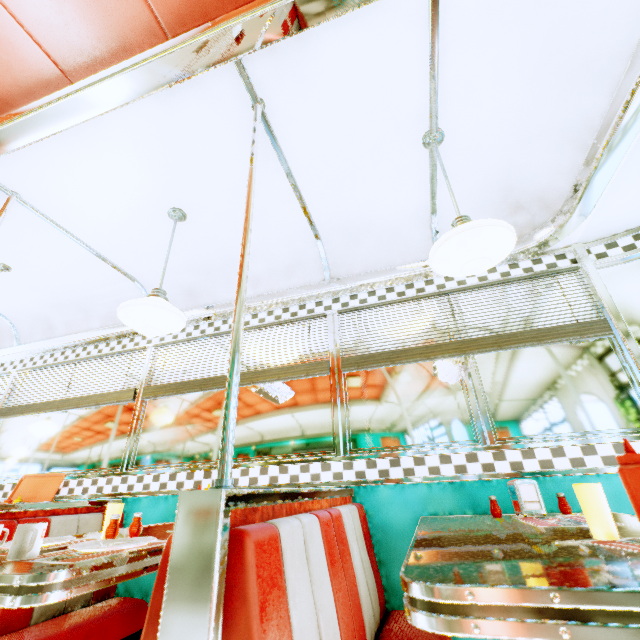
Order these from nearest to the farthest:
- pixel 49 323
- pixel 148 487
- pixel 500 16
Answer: pixel 500 16 → pixel 148 487 → pixel 49 323

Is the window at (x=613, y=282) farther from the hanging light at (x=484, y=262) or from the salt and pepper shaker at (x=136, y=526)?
the salt and pepper shaker at (x=136, y=526)

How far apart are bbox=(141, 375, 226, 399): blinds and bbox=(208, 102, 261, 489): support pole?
1.5 meters

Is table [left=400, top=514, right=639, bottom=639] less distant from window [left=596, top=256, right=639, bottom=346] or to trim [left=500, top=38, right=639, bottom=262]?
window [left=596, top=256, right=639, bottom=346]

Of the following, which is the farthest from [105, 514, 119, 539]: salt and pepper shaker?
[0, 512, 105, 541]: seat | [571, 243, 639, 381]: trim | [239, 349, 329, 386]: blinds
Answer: [571, 243, 639, 381]: trim

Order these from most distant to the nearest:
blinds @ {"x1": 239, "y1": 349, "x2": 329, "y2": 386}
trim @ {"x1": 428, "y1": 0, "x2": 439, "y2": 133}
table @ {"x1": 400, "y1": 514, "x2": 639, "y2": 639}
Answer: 1. blinds @ {"x1": 239, "y1": 349, "x2": 329, "y2": 386}
2. trim @ {"x1": 428, "y1": 0, "x2": 439, "y2": 133}
3. table @ {"x1": 400, "y1": 514, "x2": 639, "y2": 639}

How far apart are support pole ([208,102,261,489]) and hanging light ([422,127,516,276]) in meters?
0.9 m

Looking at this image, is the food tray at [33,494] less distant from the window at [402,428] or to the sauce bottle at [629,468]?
the window at [402,428]
